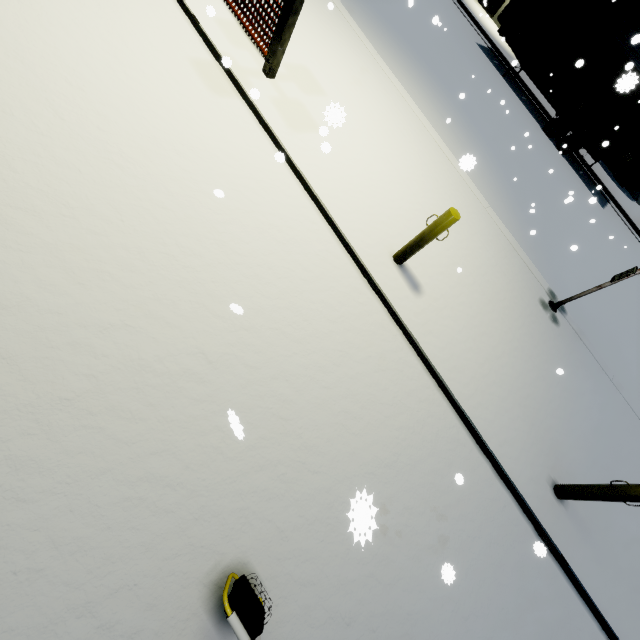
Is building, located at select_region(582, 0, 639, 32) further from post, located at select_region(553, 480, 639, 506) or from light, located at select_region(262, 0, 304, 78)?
post, located at select_region(553, 480, 639, 506)

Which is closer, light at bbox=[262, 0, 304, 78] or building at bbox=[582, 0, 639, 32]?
light at bbox=[262, 0, 304, 78]

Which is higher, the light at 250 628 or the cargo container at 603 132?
the cargo container at 603 132

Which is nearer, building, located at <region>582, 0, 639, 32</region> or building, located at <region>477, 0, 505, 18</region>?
building, located at <region>582, 0, 639, 32</region>

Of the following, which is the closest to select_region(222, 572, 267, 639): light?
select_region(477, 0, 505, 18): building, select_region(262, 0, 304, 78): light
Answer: select_region(477, 0, 505, 18): building

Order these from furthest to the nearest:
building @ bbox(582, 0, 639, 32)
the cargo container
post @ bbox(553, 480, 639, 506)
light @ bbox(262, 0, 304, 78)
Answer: building @ bbox(582, 0, 639, 32)
the cargo container
light @ bbox(262, 0, 304, 78)
post @ bbox(553, 480, 639, 506)

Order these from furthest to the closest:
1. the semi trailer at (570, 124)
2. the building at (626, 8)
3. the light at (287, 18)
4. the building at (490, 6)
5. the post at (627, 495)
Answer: the building at (490, 6)
the building at (626, 8)
the semi trailer at (570, 124)
the light at (287, 18)
the post at (627, 495)

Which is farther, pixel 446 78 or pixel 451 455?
pixel 446 78
